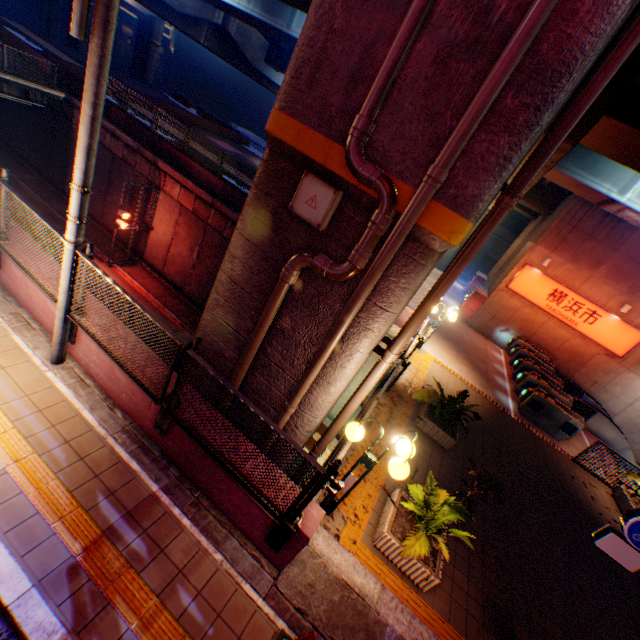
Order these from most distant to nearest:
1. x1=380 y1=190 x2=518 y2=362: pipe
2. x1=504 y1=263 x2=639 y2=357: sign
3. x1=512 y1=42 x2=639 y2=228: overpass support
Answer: x1=504 y1=263 x2=639 y2=357: sign
x1=512 y1=42 x2=639 y2=228: overpass support
x1=380 y1=190 x2=518 y2=362: pipe

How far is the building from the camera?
38.5m

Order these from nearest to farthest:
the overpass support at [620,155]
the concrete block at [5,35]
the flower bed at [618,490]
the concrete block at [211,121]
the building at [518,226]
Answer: the overpass support at [620,155]
the flower bed at [618,490]
the concrete block at [5,35]
the concrete block at [211,121]
the building at [518,226]

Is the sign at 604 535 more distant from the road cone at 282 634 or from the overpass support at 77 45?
the overpass support at 77 45

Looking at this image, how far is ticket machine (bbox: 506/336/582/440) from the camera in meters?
12.2 m

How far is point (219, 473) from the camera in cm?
461

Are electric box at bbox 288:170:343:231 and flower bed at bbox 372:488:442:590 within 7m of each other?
yes

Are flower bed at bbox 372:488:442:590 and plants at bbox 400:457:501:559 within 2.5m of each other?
yes
